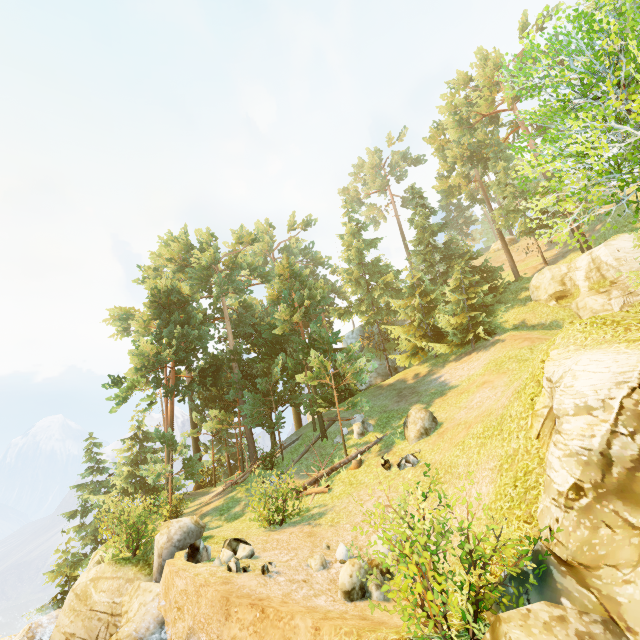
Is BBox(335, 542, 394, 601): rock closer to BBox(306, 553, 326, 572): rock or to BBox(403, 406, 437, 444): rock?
BBox(306, 553, 326, 572): rock

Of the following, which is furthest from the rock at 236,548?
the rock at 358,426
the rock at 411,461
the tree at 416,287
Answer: the rock at 358,426

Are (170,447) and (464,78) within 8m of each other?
no

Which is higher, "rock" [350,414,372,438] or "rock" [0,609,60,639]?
"rock" [350,414,372,438]

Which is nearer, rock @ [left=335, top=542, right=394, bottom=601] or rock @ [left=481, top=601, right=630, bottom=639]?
rock @ [left=481, top=601, right=630, bottom=639]

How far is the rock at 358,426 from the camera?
20.2 meters

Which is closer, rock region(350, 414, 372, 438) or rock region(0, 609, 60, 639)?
rock region(0, 609, 60, 639)

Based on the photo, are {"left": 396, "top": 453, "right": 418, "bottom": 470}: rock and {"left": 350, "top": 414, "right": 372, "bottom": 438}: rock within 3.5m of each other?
no
